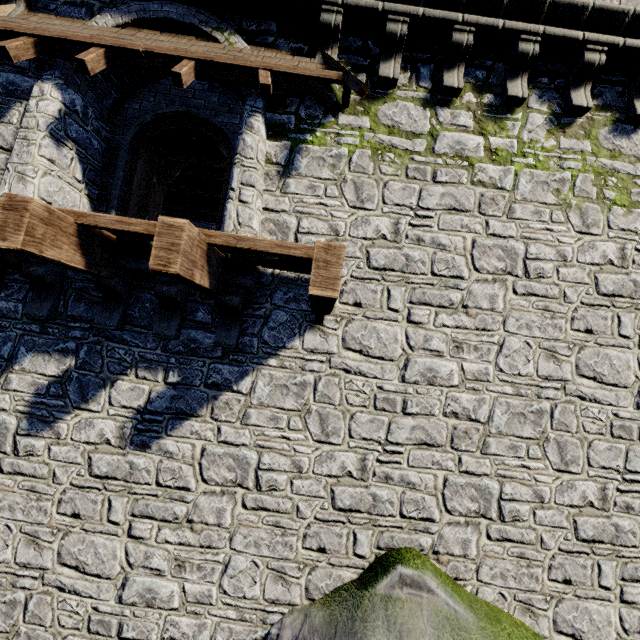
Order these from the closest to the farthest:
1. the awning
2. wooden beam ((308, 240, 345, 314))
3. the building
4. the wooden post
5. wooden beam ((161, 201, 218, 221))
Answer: wooden beam ((308, 240, 345, 314)), the awning, the building, the wooden post, wooden beam ((161, 201, 218, 221))

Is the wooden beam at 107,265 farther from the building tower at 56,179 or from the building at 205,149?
the building at 205,149

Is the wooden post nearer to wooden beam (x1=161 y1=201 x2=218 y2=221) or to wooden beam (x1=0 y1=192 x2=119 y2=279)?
wooden beam (x1=161 y1=201 x2=218 y2=221)

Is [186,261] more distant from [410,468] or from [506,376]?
[506,376]

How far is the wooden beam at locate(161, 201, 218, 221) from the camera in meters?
16.6 m

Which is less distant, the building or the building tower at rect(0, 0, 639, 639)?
the building tower at rect(0, 0, 639, 639)

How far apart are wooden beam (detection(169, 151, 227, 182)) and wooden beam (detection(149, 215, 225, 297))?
8.5 meters

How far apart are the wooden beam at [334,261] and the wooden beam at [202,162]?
8.6 meters
